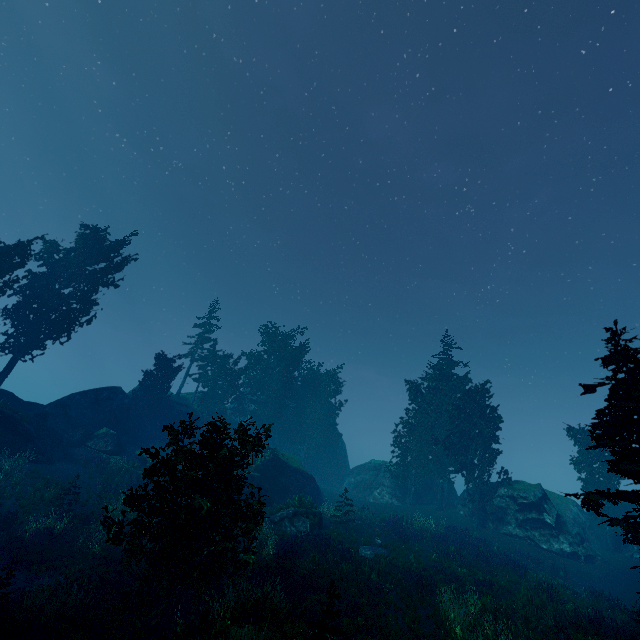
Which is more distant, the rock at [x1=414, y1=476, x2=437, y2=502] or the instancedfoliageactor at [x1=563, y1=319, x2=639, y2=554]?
the rock at [x1=414, y1=476, x2=437, y2=502]

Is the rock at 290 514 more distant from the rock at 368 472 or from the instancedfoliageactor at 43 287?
the instancedfoliageactor at 43 287

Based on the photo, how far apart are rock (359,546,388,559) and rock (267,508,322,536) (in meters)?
3.53

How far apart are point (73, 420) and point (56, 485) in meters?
7.8 m

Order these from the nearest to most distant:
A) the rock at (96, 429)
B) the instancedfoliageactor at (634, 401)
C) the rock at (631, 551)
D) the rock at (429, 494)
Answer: the instancedfoliageactor at (634, 401)
the rock at (96, 429)
the rock at (631, 551)
the rock at (429, 494)

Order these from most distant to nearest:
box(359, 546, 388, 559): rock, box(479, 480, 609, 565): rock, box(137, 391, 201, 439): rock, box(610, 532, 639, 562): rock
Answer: box(137, 391, 201, 439): rock
box(610, 532, 639, 562): rock
box(479, 480, 609, 565): rock
box(359, 546, 388, 559): rock

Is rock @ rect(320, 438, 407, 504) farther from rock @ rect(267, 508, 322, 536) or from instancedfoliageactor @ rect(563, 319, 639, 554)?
rock @ rect(267, 508, 322, 536)

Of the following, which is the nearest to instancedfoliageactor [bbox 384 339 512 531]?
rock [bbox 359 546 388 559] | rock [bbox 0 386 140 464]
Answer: rock [bbox 0 386 140 464]
